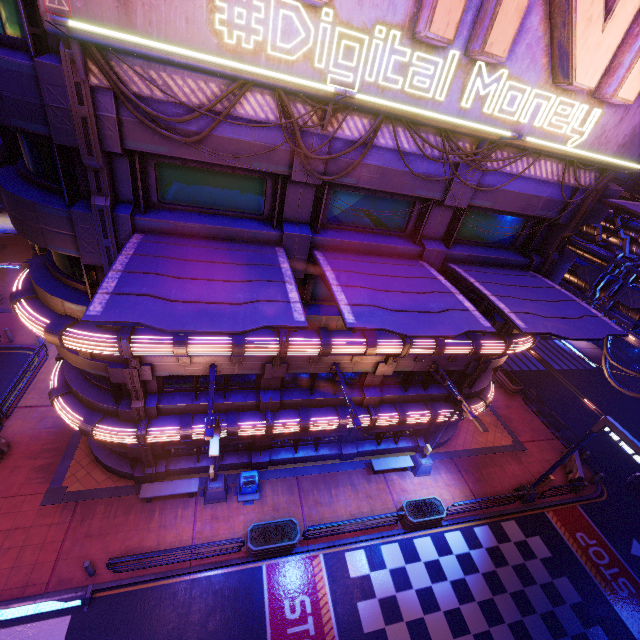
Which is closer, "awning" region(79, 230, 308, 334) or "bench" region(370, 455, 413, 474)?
"awning" region(79, 230, 308, 334)

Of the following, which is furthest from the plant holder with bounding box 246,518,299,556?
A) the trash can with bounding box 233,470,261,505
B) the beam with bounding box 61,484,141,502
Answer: the beam with bounding box 61,484,141,502

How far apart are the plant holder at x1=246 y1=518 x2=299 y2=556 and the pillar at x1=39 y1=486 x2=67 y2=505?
8.2 meters

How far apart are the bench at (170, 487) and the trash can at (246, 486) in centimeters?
173cm

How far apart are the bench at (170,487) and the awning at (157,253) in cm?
1133

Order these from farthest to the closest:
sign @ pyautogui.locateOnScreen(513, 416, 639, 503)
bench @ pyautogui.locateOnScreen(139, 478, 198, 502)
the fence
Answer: A: the fence < bench @ pyautogui.locateOnScreen(139, 478, 198, 502) < sign @ pyautogui.locateOnScreen(513, 416, 639, 503)

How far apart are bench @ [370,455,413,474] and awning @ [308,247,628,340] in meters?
11.5

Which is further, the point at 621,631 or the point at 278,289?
the point at 621,631
